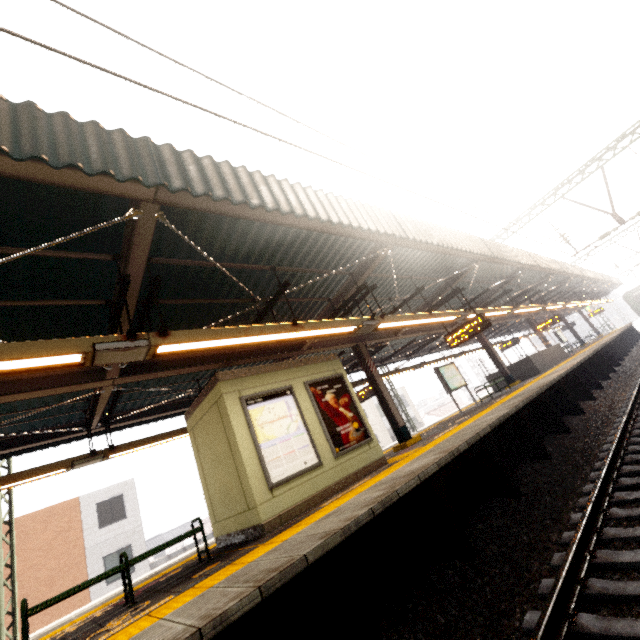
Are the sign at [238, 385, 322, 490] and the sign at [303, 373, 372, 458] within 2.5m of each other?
yes

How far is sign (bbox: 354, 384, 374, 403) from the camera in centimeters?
1379cm

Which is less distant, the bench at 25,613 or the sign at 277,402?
the bench at 25,613

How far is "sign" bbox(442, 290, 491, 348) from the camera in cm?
1025

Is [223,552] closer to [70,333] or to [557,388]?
[70,333]

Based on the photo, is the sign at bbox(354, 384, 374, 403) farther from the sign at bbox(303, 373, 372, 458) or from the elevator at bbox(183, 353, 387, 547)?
the sign at bbox(303, 373, 372, 458)

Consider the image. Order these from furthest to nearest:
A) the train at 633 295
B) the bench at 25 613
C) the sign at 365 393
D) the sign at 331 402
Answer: the train at 633 295
the sign at 365 393
the sign at 331 402
the bench at 25 613

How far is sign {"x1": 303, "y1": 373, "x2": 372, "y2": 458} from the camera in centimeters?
711cm
